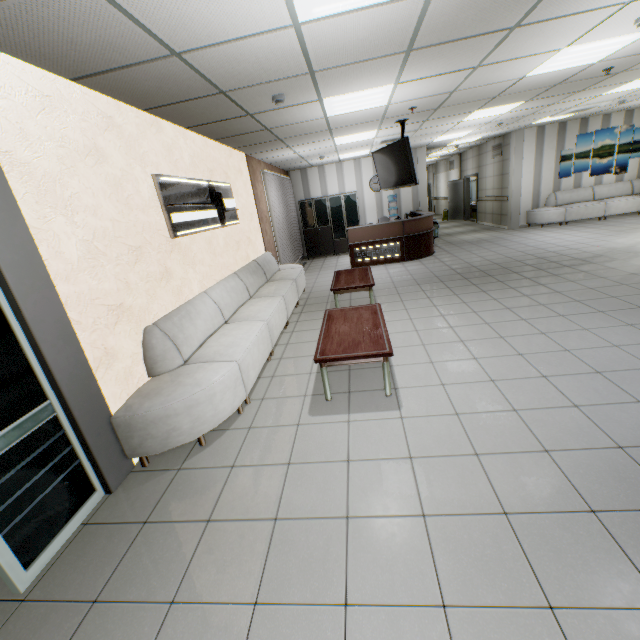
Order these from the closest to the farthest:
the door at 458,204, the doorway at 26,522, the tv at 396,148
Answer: the doorway at 26,522 < the tv at 396,148 < the door at 458,204

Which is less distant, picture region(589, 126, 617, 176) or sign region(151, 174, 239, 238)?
sign region(151, 174, 239, 238)

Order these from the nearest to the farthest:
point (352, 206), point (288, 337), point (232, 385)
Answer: point (232, 385) < point (288, 337) < point (352, 206)

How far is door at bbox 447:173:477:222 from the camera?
15.79m

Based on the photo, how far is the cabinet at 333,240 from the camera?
11.7m

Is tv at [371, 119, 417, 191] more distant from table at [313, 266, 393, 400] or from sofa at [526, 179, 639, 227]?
sofa at [526, 179, 639, 227]

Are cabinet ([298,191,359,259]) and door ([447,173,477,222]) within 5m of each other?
no

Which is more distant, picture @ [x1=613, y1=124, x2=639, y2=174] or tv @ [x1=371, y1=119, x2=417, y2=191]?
picture @ [x1=613, y1=124, x2=639, y2=174]
